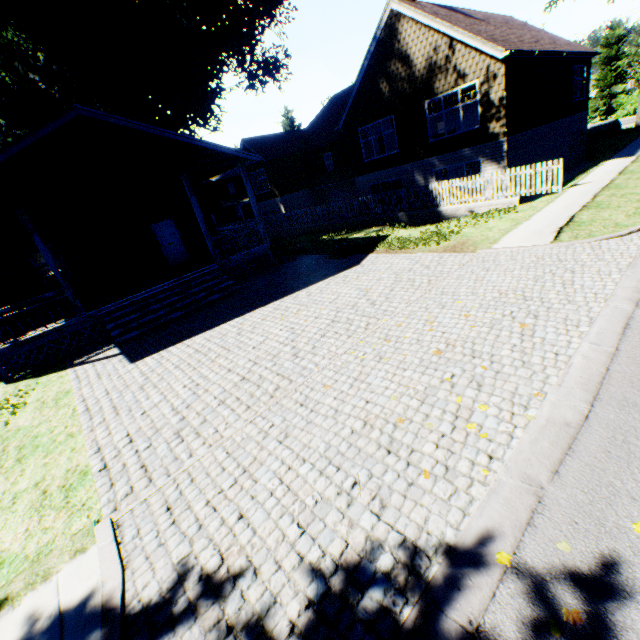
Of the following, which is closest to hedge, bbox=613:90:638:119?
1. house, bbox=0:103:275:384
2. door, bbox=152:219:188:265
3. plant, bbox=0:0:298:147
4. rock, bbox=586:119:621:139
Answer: rock, bbox=586:119:621:139

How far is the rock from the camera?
28.34m

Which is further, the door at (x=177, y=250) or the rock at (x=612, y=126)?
the rock at (x=612, y=126)

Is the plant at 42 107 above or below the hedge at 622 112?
above

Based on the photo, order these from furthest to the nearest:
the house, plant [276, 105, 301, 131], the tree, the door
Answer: plant [276, 105, 301, 131], the tree, the door, the house

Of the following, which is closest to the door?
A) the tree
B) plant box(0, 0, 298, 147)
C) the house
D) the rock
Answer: the house

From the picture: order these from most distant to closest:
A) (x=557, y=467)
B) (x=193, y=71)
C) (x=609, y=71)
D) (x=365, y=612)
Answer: (x=609, y=71) → (x=193, y=71) → (x=557, y=467) → (x=365, y=612)

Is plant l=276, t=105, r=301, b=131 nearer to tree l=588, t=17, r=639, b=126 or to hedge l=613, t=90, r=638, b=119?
tree l=588, t=17, r=639, b=126
